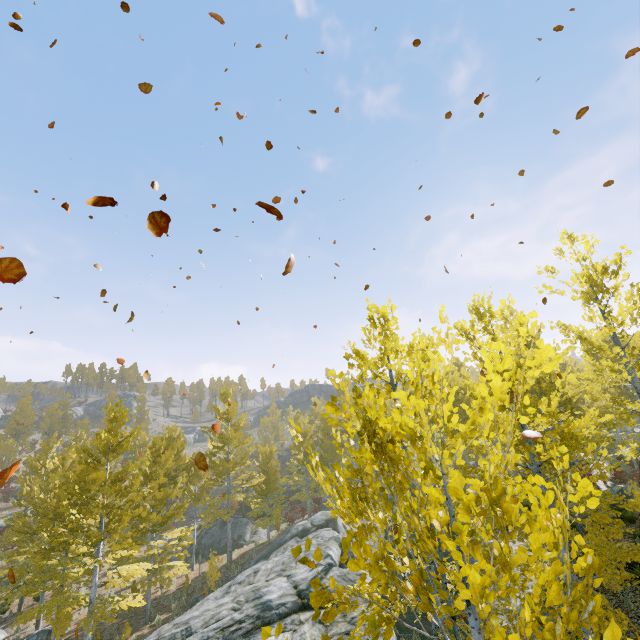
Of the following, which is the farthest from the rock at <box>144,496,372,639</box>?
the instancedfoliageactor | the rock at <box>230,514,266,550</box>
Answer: the rock at <box>230,514,266,550</box>

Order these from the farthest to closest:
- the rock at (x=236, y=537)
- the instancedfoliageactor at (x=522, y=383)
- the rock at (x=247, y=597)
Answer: the rock at (x=236, y=537)
the rock at (x=247, y=597)
the instancedfoliageactor at (x=522, y=383)

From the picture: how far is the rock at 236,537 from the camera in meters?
27.1

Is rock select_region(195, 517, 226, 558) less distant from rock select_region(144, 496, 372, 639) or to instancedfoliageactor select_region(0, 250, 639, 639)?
instancedfoliageactor select_region(0, 250, 639, 639)

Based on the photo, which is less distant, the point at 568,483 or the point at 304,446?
the point at 568,483

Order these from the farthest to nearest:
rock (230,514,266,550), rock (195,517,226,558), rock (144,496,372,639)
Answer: rock (230,514,266,550)
rock (195,517,226,558)
rock (144,496,372,639)

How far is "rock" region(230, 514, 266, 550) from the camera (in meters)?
27.14
